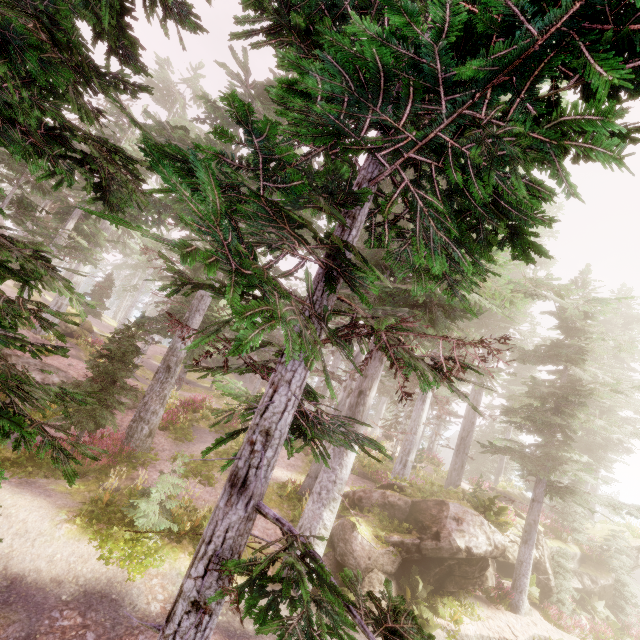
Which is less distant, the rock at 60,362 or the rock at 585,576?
the rock at 60,362

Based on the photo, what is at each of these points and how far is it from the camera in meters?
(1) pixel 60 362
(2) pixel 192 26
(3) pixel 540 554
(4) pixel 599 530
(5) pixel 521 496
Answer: (1) rock, 18.7
(2) instancedfoliageactor, 3.2
(3) rock, 15.6
(4) rock, 20.9
(5) rock, 26.5

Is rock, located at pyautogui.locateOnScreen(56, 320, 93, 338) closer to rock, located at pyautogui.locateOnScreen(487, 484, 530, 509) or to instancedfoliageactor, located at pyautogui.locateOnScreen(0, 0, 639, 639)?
instancedfoliageactor, located at pyautogui.locateOnScreen(0, 0, 639, 639)

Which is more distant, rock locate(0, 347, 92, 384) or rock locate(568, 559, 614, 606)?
rock locate(568, 559, 614, 606)

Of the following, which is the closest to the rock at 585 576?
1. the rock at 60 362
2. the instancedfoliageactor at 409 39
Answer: the instancedfoliageactor at 409 39

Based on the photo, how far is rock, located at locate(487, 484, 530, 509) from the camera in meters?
24.0

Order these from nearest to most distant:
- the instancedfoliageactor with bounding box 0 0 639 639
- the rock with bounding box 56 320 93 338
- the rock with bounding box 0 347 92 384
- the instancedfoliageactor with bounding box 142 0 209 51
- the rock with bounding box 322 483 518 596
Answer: the instancedfoliageactor with bounding box 0 0 639 639, the instancedfoliageactor with bounding box 142 0 209 51, the rock with bounding box 322 483 518 596, the rock with bounding box 0 347 92 384, the rock with bounding box 56 320 93 338
